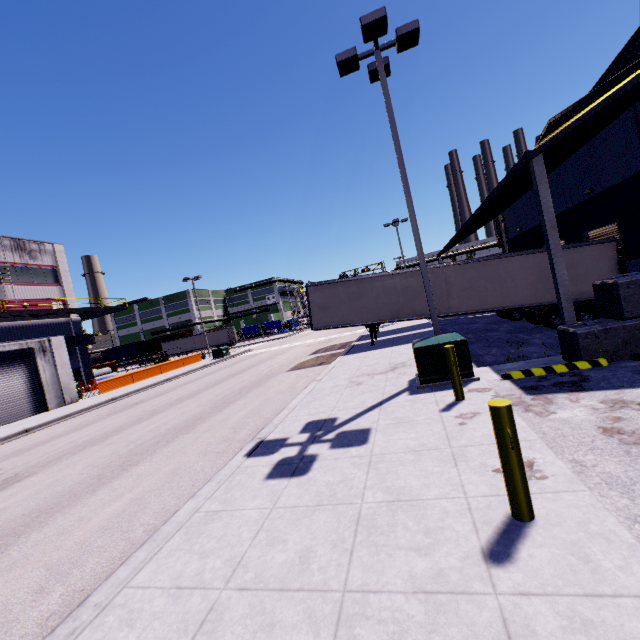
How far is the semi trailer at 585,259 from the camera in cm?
1506

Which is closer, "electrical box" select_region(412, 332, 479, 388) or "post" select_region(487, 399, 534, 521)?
"post" select_region(487, 399, 534, 521)

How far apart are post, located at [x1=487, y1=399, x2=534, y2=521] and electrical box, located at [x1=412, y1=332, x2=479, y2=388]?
4.7m

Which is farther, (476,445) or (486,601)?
(476,445)

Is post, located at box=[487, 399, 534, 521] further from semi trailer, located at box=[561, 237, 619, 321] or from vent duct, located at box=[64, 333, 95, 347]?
vent duct, located at box=[64, 333, 95, 347]

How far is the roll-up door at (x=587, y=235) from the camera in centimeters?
1477cm

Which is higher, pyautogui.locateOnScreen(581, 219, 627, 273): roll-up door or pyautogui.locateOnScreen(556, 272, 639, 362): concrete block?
pyautogui.locateOnScreen(581, 219, 627, 273): roll-up door

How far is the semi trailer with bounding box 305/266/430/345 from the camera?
17.41m
